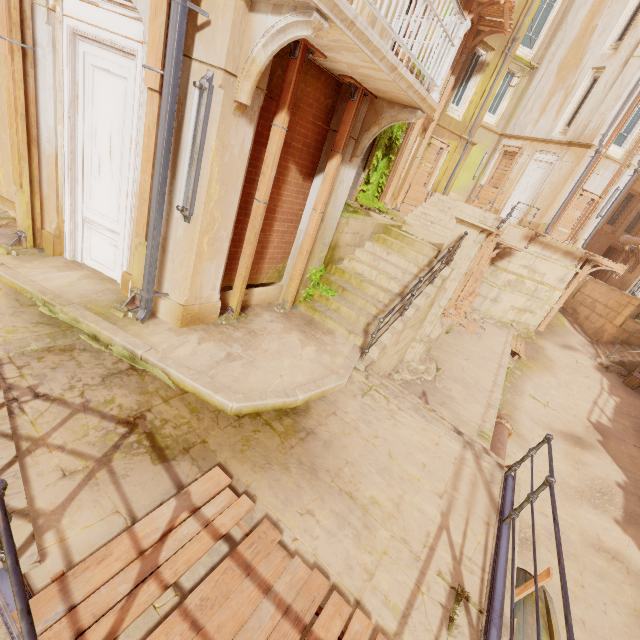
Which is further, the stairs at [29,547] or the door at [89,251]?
the door at [89,251]

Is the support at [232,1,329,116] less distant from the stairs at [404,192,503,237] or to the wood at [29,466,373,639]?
the wood at [29,466,373,639]

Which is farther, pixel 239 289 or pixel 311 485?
pixel 239 289

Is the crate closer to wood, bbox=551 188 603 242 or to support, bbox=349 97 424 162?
wood, bbox=551 188 603 242

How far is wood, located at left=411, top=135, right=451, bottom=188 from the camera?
17.1m

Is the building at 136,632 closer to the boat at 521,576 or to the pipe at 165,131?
the boat at 521,576

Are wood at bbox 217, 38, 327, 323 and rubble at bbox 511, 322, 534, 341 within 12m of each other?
no

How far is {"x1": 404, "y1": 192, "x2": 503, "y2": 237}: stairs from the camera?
15.74m
